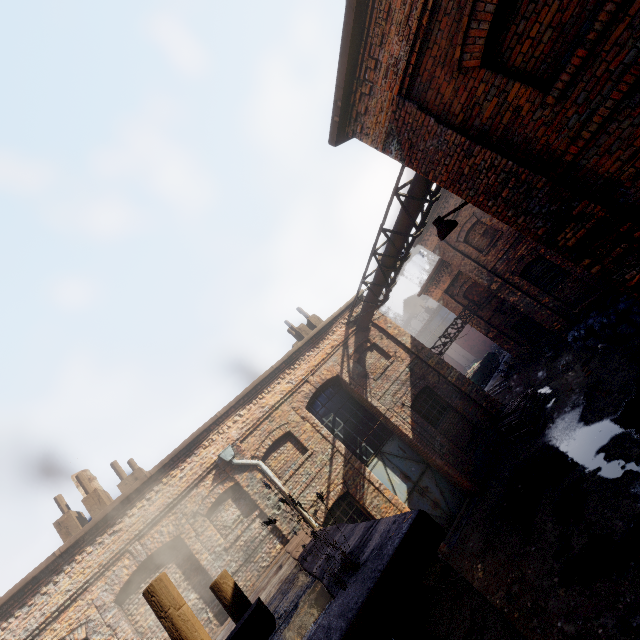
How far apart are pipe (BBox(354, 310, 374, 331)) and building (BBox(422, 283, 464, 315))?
5.74m

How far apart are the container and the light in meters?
17.6

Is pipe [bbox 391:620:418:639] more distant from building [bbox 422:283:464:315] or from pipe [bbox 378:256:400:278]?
building [bbox 422:283:464:315]

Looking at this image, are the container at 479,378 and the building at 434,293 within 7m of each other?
yes

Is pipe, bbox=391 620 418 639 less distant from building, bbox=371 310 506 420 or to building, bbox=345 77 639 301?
building, bbox=345 77 639 301

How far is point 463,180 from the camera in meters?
5.0 m

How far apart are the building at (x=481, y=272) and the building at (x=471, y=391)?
4.32m

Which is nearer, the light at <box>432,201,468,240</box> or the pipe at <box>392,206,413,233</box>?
the light at <box>432,201,468,240</box>
